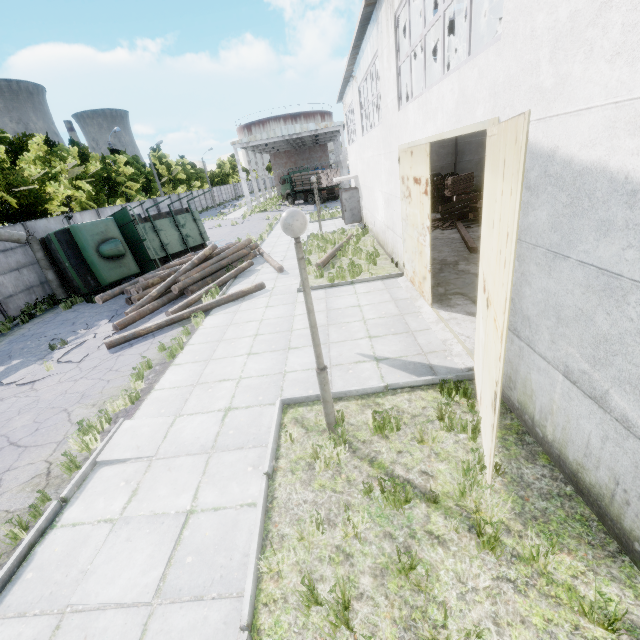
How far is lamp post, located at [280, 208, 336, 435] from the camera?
3.55m

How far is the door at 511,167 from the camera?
2.4m

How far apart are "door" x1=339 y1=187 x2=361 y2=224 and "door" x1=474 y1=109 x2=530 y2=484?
17.5m

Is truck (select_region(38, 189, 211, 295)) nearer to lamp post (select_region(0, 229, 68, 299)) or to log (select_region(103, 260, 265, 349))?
lamp post (select_region(0, 229, 68, 299))

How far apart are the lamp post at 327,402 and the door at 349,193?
18.8 meters

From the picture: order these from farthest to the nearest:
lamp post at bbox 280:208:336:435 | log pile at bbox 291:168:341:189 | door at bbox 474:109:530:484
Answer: log pile at bbox 291:168:341:189, lamp post at bbox 280:208:336:435, door at bbox 474:109:530:484

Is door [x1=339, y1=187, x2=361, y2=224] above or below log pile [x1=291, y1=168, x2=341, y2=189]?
below

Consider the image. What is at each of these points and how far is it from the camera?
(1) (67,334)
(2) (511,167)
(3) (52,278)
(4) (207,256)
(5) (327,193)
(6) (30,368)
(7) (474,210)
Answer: (1) asphalt debris, 11.1 meters
(2) door, 2.6 meters
(3) lamp post, 14.7 meters
(4) log pile, 14.8 meters
(5) truck, 37.5 meters
(6) asphalt debris, 9.2 meters
(7) wooden beam pile, 16.2 meters
